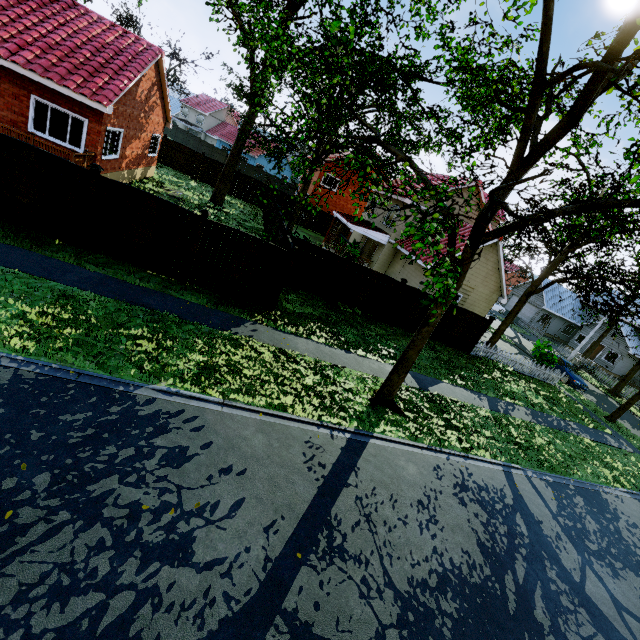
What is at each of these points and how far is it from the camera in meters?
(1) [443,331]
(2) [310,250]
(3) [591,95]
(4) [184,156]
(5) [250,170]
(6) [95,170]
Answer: (1) fence, 17.6
(2) fence, 14.2
(3) tree, 6.1
(4) fence, 28.8
(5) fence, 51.0
(6) fence post, 9.0

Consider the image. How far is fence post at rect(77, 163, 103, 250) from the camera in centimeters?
899cm

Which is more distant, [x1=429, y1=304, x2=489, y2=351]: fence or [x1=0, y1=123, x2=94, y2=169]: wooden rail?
[x1=429, y1=304, x2=489, y2=351]: fence

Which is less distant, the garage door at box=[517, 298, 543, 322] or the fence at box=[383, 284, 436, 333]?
the fence at box=[383, 284, 436, 333]

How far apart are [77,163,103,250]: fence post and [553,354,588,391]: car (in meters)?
29.65

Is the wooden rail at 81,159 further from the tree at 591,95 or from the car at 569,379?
the car at 569,379

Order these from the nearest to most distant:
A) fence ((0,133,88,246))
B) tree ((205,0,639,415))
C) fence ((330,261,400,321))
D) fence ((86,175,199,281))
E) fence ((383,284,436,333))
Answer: tree ((205,0,639,415))
fence ((0,133,88,246))
fence ((86,175,199,281))
fence ((330,261,400,321))
fence ((383,284,436,333))

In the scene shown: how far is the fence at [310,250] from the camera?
10.6m
